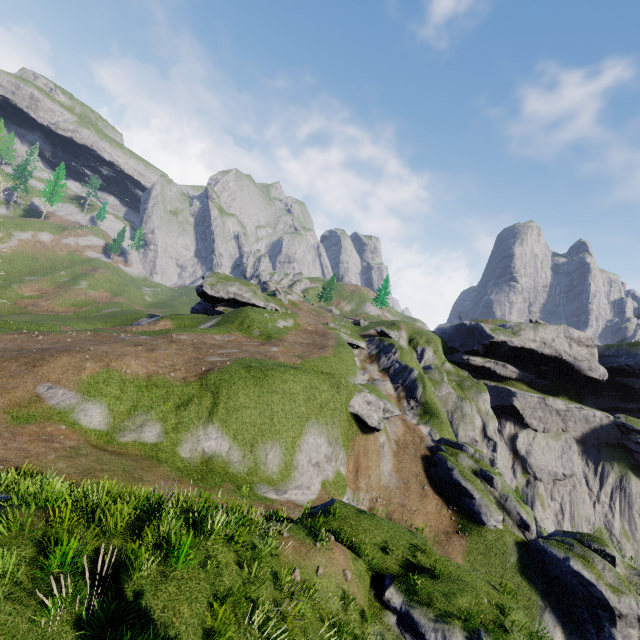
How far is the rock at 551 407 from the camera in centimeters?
5131cm

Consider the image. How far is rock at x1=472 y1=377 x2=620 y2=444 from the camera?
51.3 meters

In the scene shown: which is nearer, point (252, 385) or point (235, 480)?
point (235, 480)

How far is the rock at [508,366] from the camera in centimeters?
5369cm

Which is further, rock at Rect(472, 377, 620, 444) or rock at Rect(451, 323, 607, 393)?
rock at Rect(451, 323, 607, 393)

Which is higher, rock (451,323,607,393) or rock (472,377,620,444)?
rock (451,323,607,393)

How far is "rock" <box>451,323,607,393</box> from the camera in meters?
53.7
